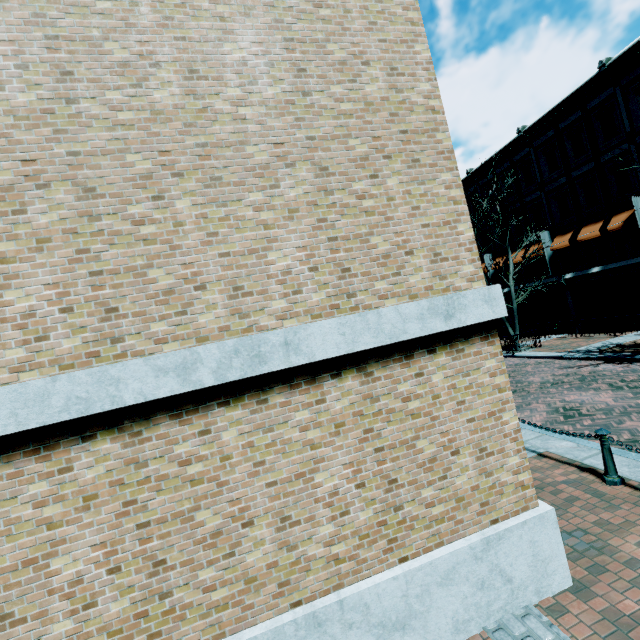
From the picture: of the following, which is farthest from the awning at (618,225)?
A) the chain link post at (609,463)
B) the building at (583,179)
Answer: the chain link post at (609,463)

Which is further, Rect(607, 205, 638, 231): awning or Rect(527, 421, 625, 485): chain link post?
Rect(607, 205, 638, 231): awning

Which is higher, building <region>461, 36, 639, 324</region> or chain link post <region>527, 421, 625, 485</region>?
building <region>461, 36, 639, 324</region>

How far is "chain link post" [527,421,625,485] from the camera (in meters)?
5.18

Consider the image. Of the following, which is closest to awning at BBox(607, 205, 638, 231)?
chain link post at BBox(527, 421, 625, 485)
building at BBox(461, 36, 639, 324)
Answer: building at BBox(461, 36, 639, 324)

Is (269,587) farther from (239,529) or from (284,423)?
(284,423)

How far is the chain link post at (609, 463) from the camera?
5.2 meters

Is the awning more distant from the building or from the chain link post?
the chain link post
